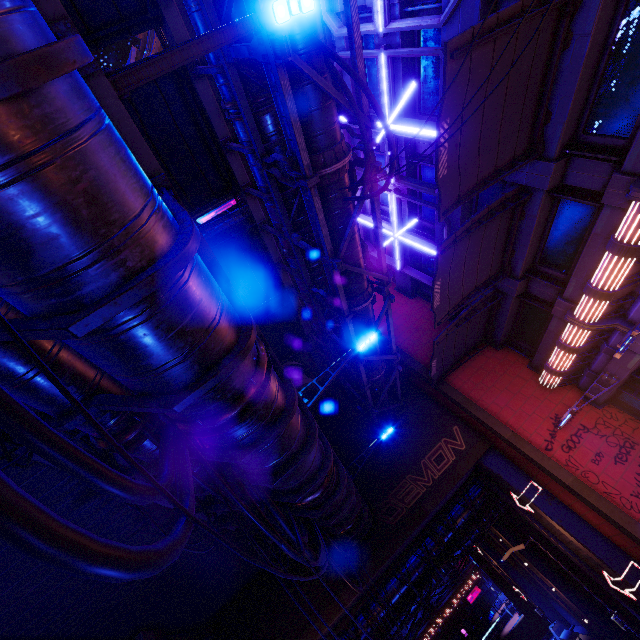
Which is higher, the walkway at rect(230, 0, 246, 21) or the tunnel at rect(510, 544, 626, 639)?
the walkway at rect(230, 0, 246, 21)

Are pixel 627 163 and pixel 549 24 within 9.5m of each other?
yes

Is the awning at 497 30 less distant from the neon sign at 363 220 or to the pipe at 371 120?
the pipe at 371 120

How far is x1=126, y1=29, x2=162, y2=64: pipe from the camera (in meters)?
11.88

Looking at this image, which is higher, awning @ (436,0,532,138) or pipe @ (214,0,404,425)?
pipe @ (214,0,404,425)

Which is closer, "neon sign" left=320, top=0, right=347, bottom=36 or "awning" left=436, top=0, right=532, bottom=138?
"awning" left=436, top=0, right=532, bottom=138

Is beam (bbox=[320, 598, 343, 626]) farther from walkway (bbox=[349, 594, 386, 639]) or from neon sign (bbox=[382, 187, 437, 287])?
neon sign (bbox=[382, 187, 437, 287])

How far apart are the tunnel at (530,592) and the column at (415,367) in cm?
1895
